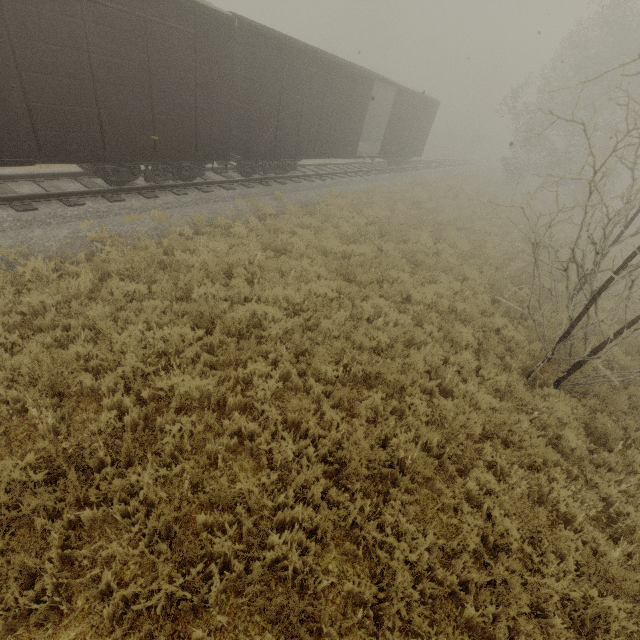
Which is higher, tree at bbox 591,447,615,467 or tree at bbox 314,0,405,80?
tree at bbox 314,0,405,80

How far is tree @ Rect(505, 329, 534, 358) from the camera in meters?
7.7 m

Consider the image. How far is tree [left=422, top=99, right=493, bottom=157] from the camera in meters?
45.3 m

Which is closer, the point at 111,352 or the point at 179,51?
the point at 111,352

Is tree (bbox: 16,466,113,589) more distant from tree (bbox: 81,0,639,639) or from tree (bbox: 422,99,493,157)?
tree (bbox: 422,99,493,157)

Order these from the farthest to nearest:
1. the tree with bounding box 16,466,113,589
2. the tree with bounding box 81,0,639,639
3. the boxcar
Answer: the boxcar → the tree with bounding box 81,0,639,639 → the tree with bounding box 16,466,113,589

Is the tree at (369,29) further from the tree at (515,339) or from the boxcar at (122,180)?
the boxcar at (122,180)

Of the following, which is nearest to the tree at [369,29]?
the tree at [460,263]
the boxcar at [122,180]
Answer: the tree at [460,263]
